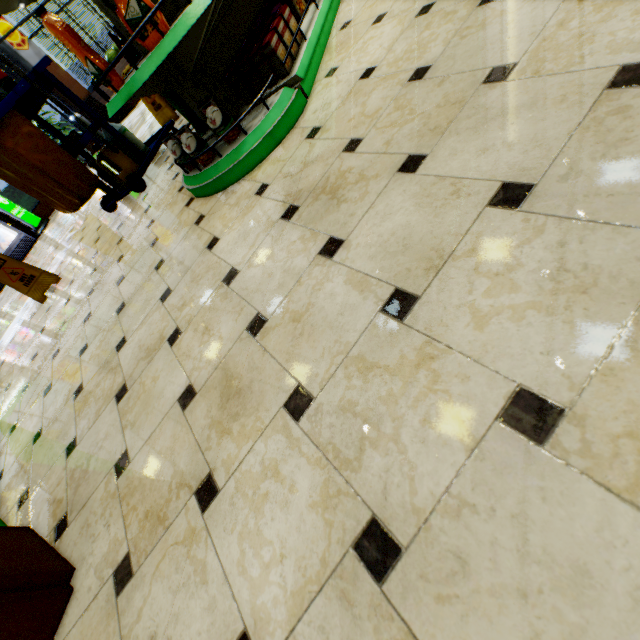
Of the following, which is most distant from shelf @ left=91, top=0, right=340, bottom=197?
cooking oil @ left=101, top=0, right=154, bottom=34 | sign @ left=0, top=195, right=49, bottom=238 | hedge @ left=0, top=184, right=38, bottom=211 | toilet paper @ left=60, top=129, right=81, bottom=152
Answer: hedge @ left=0, top=184, right=38, bottom=211

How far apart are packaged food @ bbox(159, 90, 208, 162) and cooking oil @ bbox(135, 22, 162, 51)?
0.5 meters

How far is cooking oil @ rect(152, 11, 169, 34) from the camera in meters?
1.6 m

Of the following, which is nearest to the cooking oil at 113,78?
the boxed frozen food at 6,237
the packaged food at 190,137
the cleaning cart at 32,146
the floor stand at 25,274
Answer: the packaged food at 190,137

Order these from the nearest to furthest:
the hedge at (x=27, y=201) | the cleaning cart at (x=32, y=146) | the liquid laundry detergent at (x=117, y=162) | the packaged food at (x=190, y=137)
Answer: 1. the packaged food at (x=190, y=137)
2. the cleaning cart at (x=32, y=146)
3. the liquid laundry detergent at (x=117, y=162)
4. the hedge at (x=27, y=201)

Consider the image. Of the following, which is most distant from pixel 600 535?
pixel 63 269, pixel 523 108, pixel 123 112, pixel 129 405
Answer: pixel 123 112

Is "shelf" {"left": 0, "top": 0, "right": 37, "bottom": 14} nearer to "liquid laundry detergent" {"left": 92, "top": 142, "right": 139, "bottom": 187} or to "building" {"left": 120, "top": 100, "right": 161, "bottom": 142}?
"building" {"left": 120, "top": 100, "right": 161, "bottom": 142}

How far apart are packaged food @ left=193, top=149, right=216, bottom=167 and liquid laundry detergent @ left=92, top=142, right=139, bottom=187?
2.1 meters
